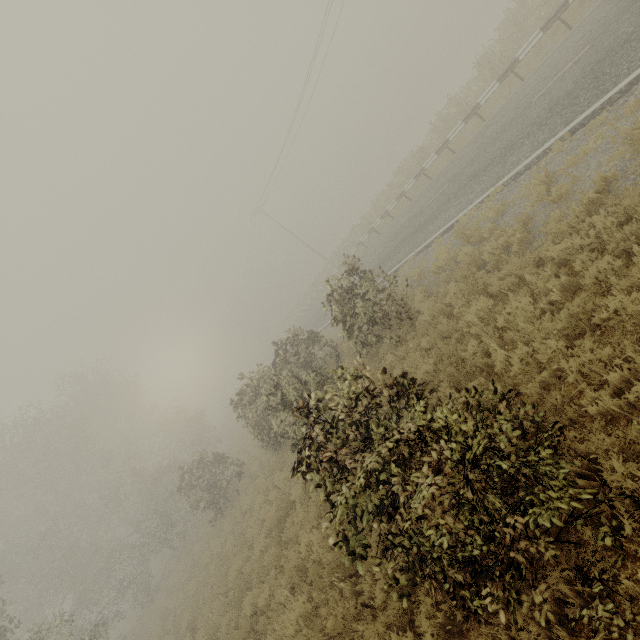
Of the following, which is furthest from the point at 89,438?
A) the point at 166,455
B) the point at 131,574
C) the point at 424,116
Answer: the point at 424,116
